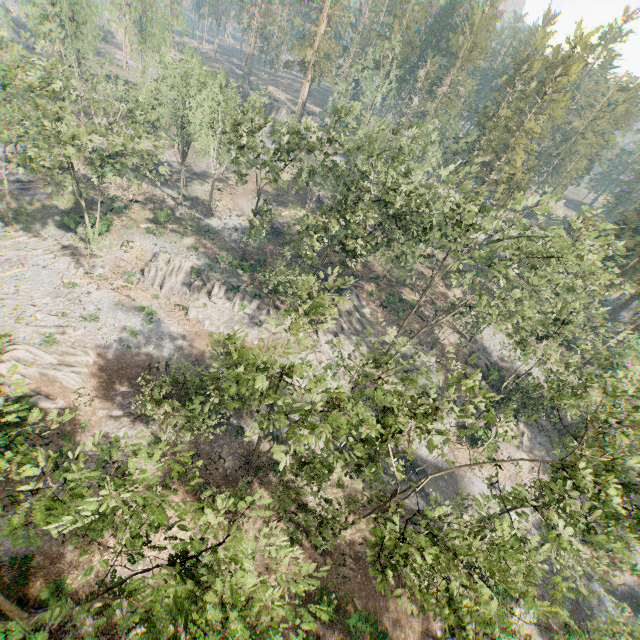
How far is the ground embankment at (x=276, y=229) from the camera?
53.0m

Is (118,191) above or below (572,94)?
below

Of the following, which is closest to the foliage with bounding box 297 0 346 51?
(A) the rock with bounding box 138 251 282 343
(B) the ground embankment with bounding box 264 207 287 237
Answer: (A) the rock with bounding box 138 251 282 343

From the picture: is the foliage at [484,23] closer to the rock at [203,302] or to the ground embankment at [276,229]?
the rock at [203,302]

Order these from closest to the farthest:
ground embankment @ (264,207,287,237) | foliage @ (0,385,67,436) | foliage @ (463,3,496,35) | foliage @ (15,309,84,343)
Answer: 1. foliage @ (0,385,67,436)
2. foliage @ (15,309,84,343)
3. ground embankment @ (264,207,287,237)
4. foliage @ (463,3,496,35)

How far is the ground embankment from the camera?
52.97m

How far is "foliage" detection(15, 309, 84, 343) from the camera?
29.8 meters

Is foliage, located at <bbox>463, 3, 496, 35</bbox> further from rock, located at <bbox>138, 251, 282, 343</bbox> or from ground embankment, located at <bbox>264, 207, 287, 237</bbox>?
ground embankment, located at <bbox>264, 207, 287, 237</bbox>
